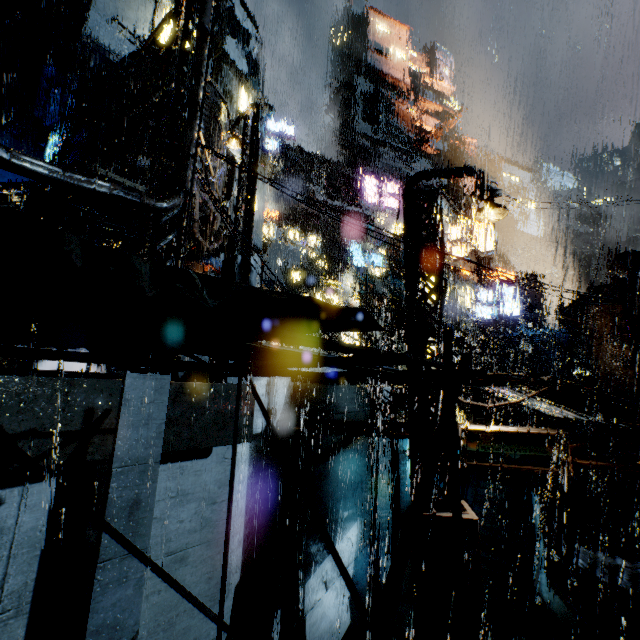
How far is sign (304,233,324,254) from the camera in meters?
26.8

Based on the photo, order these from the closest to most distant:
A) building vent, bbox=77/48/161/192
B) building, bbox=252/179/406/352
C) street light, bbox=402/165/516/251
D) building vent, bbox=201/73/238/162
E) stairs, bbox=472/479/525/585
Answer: street light, bbox=402/165/516/251 < building vent, bbox=77/48/161/192 < building vent, bbox=201/73/238/162 < stairs, bbox=472/479/525/585 < building, bbox=252/179/406/352

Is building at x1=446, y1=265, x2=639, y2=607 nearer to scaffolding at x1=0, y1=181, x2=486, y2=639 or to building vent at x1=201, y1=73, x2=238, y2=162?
building vent at x1=201, y1=73, x2=238, y2=162

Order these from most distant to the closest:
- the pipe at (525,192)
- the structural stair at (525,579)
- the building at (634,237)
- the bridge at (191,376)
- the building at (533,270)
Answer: the pipe at (525,192), the building at (634,237), the building at (533,270), the structural stair at (525,579), the bridge at (191,376)

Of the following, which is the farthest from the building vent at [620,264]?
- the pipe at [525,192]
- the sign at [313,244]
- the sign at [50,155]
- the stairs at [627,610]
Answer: the sign at [50,155]

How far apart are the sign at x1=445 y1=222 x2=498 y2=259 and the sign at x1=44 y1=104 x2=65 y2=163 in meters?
27.8

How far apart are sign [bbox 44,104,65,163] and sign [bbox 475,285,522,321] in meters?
32.1

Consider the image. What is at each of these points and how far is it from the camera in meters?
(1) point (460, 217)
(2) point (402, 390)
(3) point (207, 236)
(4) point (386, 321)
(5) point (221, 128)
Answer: (1) building, 57.7
(2) building, 18.1
(3) building vent, 15.4
(4) building, 27.9
(5) building vent, 17.6
